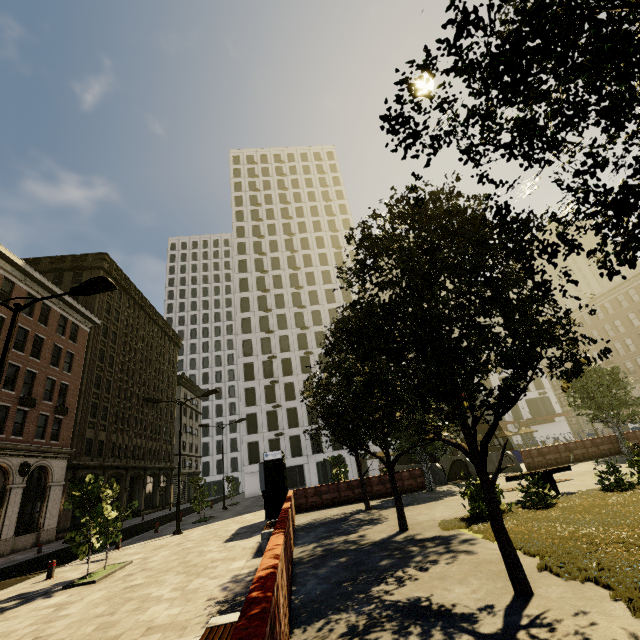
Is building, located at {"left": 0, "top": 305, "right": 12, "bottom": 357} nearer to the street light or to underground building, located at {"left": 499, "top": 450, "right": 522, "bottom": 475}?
the street light

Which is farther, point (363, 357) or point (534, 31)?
point (363, 357)

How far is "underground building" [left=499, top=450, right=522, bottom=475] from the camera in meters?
21.2 m

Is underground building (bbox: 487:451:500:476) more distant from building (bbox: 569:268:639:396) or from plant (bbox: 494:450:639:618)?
building (bbox: 569:268:639:396)

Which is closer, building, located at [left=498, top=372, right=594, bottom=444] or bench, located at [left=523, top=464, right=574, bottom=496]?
bench, located at [left=523, top=464, right=574, bottom=496]

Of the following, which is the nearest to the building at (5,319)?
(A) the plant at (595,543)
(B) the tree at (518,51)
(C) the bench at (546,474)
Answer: (B) the tree at (518,51)

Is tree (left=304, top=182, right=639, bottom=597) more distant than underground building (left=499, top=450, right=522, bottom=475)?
No

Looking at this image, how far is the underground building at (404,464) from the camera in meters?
24.5 m
